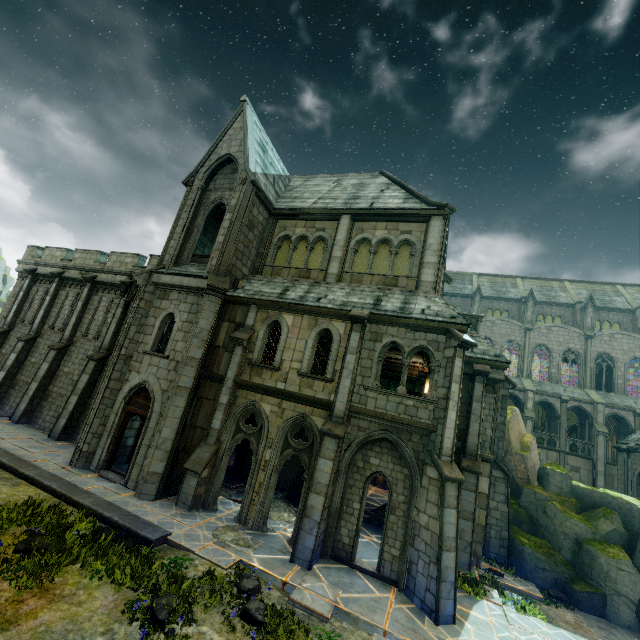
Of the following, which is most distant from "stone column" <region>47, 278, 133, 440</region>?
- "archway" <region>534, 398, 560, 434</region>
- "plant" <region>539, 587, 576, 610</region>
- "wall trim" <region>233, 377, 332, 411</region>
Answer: "archway" <region>534, 398, 560, 434</region>

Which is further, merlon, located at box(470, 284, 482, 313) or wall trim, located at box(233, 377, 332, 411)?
merlon, located at box(470, 284, 482, 313)

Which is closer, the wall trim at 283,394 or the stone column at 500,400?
the wall trim at 283,394

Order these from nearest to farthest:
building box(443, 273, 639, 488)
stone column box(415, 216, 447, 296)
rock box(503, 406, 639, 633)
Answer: rock box(503, 406, 639, 633) < stone column box(415, 216, 447, 296) < building box(443, 273, 639, 488)

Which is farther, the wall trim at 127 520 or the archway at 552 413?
the archway at 552 413

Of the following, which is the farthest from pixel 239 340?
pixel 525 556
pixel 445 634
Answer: pixel 525 556

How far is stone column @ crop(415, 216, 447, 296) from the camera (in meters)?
13.33

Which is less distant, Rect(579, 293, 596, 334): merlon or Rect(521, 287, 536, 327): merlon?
Rect(579, 293, 596, 334): merlon
